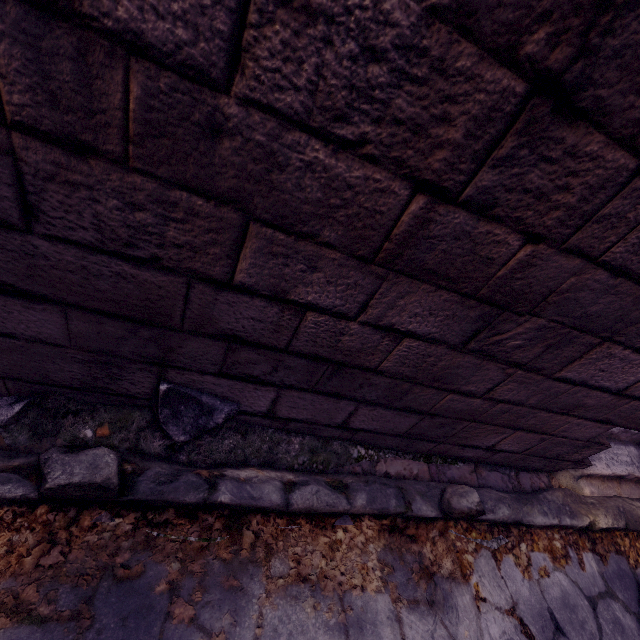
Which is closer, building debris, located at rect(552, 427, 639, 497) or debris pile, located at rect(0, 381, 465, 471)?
debris pile, located at rect(0, 381, 465, 471)

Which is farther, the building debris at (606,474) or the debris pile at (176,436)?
the building debris at (606,474)

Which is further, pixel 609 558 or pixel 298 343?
pixel 609 558
